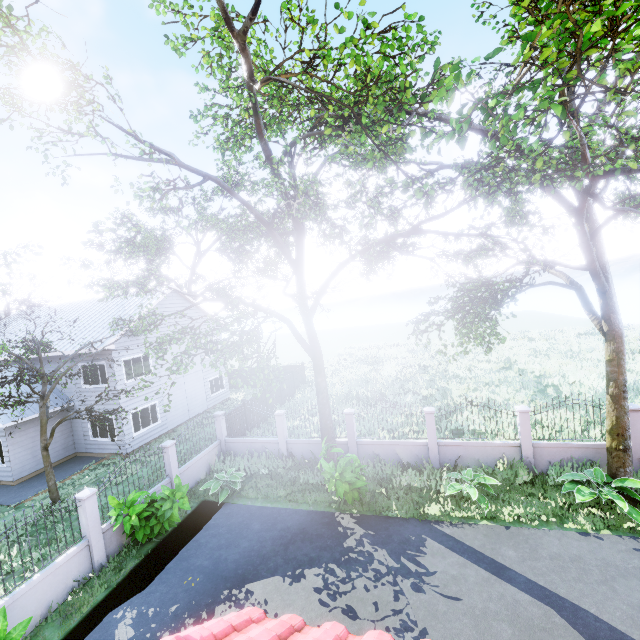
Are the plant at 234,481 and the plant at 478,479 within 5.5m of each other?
no

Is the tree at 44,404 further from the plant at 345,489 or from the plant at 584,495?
the plant at 584,495

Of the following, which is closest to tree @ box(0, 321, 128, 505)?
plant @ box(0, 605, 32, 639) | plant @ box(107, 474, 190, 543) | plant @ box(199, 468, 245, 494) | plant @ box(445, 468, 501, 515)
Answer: plant @ box(107, 474, 190, 543)

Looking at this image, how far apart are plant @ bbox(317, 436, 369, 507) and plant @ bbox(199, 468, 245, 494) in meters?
3.6

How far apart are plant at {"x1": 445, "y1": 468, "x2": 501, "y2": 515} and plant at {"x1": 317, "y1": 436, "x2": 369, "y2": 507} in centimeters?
311cm

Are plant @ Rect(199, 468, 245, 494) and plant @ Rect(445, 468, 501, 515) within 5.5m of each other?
no

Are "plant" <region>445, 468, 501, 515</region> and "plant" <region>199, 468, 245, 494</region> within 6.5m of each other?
no

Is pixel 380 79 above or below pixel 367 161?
below
